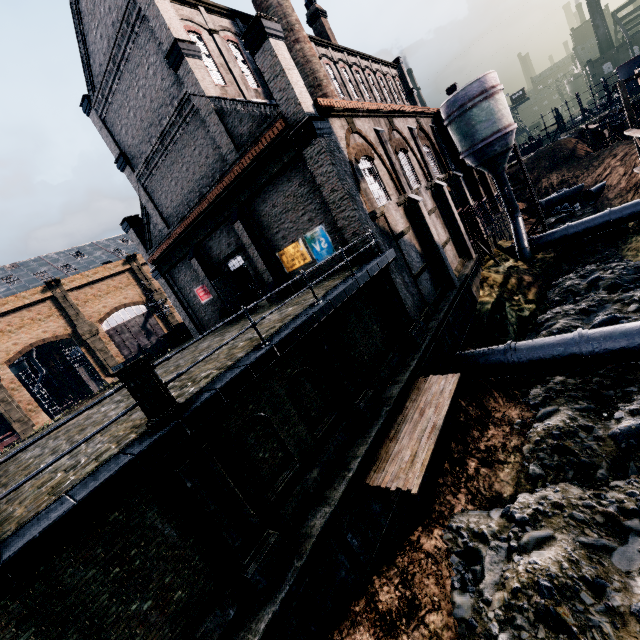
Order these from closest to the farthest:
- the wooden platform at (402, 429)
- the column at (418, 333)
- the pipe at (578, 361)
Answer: the wooden platform at (402, 429) → the pipe at (578, 361) → the column at (418, 333)

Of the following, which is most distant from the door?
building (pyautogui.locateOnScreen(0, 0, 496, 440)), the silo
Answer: the silo

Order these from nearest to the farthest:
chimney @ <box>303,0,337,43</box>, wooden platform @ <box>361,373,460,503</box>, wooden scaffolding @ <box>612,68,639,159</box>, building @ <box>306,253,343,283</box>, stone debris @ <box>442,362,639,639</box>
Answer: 1. stone debris @ <box>442,362,639,639</box>
2. wooden platform @ <box>361,373,460,503</box>
3. building @ <box>306,253,343,283</box>
4. wooden scaffolding @ <box>612,68,639,159</box>
5. chimney @ <box>303,0,337,43</box>

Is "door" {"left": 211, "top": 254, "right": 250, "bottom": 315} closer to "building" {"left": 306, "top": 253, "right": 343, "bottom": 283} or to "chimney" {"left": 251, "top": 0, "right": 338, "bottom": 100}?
"building" {"left": 306, "top": 253, "right": 343, "bottom": 283}

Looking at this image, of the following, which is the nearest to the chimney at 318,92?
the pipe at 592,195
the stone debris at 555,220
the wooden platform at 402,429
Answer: the wooden platform at 402,429

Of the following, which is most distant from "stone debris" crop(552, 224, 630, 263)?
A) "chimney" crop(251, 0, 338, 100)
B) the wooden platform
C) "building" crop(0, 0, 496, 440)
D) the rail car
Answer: the rail car

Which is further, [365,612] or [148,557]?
[365,612]

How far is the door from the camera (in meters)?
21.86
